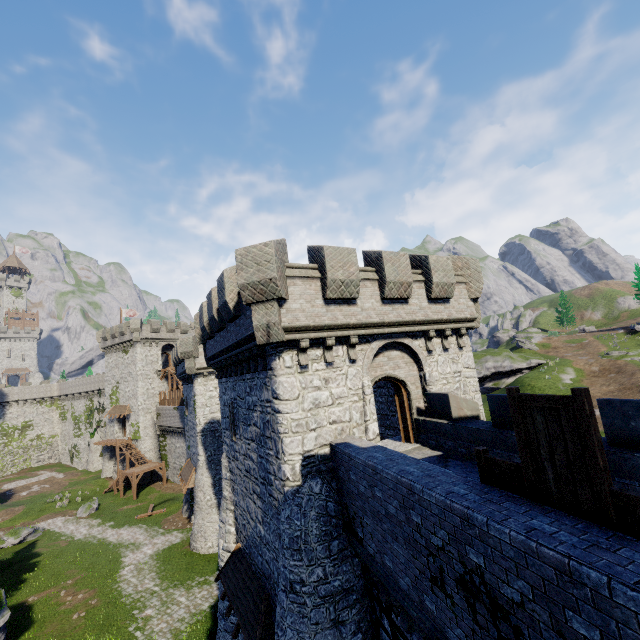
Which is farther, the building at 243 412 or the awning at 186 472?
the awning at 186 472

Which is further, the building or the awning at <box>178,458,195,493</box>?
the awning at <box>178,458,195,493</box>

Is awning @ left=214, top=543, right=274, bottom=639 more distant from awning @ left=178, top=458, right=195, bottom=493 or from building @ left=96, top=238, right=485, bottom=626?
awning @ left=178, top=458, right=195, bottom=493

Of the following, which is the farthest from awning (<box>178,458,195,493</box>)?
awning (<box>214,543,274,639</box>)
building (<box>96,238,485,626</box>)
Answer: awning (<box>214,543,274,639</box>)

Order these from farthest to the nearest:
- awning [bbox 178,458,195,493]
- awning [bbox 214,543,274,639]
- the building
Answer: awning [bbox 178,458,195,493], awning [bbox 214,543,274,639], the building

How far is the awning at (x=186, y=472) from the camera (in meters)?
27.30

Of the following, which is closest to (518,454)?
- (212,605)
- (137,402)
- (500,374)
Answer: (212,605)
